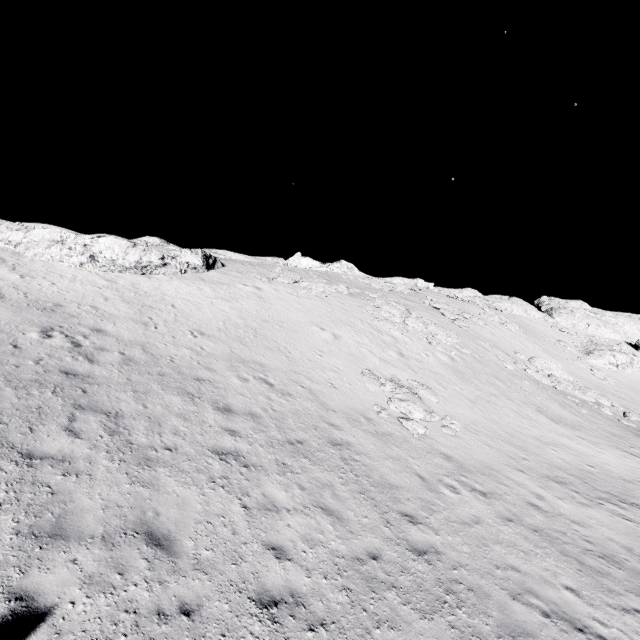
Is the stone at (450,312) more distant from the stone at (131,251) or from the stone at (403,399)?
the stone at (131,251)

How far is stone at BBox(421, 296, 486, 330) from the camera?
32.7m

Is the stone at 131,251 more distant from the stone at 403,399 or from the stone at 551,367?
the stone at 551,367

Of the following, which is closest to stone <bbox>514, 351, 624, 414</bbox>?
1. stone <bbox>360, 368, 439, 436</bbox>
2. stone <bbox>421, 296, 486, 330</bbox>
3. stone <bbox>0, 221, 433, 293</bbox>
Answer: stone <bbox>421, 296, 486, 330</bbox>

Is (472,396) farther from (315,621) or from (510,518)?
(315,621)

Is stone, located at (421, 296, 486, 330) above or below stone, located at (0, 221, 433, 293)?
above

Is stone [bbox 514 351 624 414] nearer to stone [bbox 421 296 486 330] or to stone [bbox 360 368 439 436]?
stone [bbox 421 296 486 330]

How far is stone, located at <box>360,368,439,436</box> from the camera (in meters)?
14.08
